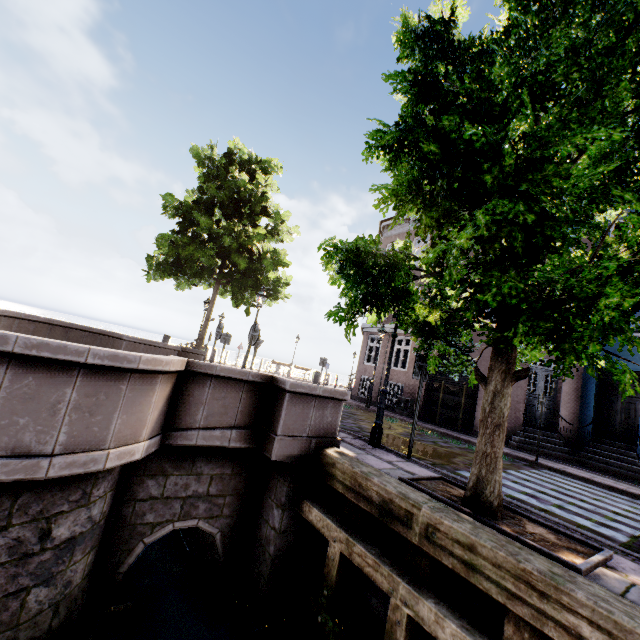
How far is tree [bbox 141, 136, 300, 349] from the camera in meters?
12.7

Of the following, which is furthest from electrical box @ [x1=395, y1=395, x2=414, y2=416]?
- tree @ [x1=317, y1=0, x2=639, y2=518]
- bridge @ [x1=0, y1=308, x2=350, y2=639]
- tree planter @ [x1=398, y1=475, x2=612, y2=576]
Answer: tree planter @ [x1=398, y1=475, x2=612, y2=576]

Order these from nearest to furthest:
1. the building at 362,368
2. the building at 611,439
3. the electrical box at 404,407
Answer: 1. the building at 611,439
2. the electrical box at 404,407
3. the building at 362,368

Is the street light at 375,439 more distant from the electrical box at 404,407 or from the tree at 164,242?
the electrical box at 404,407

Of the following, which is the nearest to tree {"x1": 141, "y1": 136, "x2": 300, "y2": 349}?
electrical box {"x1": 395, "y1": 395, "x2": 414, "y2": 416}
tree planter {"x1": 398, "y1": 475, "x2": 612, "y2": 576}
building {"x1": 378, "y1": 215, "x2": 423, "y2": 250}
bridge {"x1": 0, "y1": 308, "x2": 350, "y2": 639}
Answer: tree planter {"x1": 398, "y1": 475, "x2": 612, "y2": 576}

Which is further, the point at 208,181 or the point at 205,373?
the point at 208,181

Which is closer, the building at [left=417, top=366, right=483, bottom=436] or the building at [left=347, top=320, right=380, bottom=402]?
the building at [left=417, top=366, right=483, bottom=436]

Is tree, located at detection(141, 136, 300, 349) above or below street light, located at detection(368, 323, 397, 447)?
above
